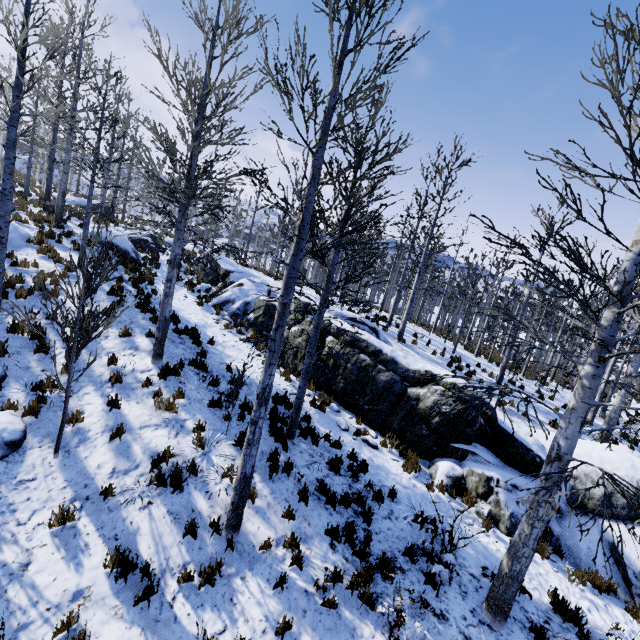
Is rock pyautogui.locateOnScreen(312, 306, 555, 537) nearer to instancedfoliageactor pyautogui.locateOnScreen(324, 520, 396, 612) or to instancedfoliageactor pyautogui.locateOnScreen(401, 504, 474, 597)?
instancedfoliageactor pyautogui.locateOnScreen(401, 504, 474, 597)

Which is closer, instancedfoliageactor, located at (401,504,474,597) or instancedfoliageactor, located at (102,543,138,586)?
instancedfoliageactor, located at (102,543,138,586)

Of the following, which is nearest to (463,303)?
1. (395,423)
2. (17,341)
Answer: (395,423)

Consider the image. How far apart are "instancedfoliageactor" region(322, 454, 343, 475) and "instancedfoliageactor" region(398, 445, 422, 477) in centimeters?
220cm

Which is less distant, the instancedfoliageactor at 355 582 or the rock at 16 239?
the instancedfoliageactor at 355 582

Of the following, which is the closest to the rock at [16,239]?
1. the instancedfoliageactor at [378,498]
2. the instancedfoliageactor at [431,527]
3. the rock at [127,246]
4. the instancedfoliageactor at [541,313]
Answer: the rock at [127,246]

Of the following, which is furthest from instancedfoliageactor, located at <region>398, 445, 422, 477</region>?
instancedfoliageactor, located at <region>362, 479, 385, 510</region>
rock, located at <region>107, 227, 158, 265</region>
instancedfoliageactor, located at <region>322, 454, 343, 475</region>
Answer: rock, located at <region>107, 227, 158, 265</region>

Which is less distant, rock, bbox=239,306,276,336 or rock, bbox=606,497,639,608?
rock, bbox=606,497,639,608
